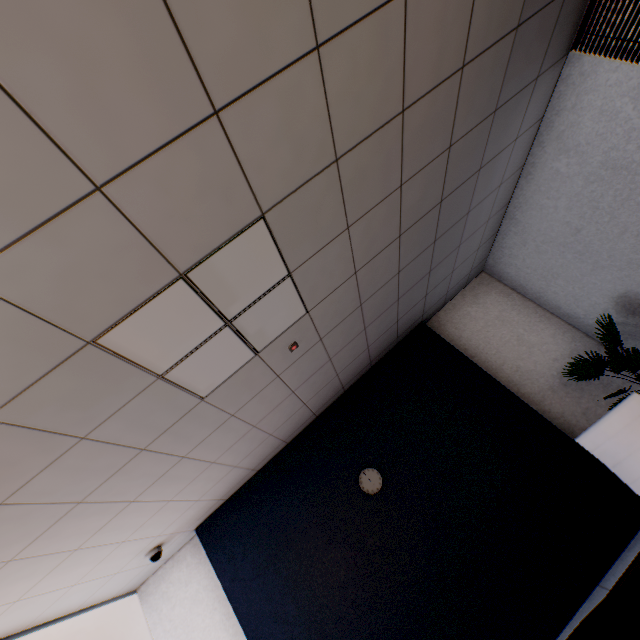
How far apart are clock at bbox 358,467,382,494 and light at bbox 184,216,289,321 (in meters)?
2.36

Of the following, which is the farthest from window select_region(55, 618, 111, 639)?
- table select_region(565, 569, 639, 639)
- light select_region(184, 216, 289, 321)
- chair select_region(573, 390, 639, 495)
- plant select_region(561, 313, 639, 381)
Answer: plant select_region(561, 313, 639, 381)

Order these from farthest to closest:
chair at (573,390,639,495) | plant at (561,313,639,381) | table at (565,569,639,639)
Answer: plant at (561,313,639,381)
chair at (573,390,639,495)
table at (565,569,639,639)

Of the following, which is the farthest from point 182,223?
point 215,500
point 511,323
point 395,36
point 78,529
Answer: point 511,323

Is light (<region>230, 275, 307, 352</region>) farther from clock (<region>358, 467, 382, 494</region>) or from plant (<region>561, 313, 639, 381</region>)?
plant (<region>561, 313, 639, 381</region>)

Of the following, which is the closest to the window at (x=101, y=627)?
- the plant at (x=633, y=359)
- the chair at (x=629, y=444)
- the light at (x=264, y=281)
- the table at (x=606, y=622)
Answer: the table at (x=606, y=622)

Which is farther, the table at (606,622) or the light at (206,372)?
the light at (206,372)

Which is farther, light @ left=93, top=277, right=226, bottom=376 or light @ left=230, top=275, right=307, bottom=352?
light @ left=230, top=275, right=307, bottom=352
